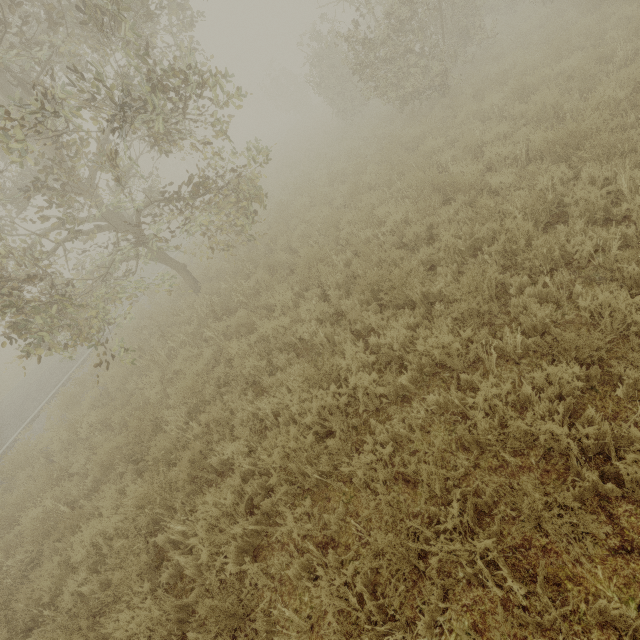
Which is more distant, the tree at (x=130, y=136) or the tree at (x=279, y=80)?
the tree at (x=279, y=80)

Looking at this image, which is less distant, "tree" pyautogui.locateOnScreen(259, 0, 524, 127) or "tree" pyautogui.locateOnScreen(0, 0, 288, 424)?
"tree" pyautogui.locateOnScreen(0, 0, 288, 424)

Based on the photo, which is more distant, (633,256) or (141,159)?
(141,159)
